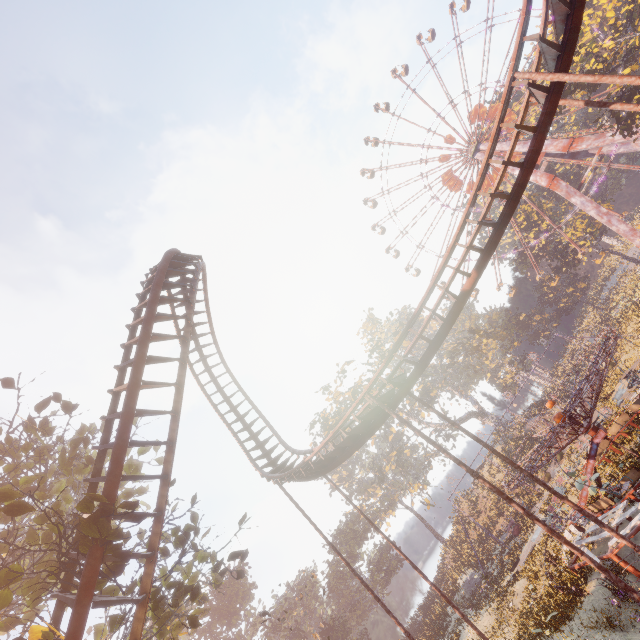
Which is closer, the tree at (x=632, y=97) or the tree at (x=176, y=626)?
the tree at (x=176, y=626)

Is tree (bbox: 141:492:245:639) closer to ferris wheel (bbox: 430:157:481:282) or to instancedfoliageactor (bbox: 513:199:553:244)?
instancedfoliageactor (bbox: 513:199:553:244)

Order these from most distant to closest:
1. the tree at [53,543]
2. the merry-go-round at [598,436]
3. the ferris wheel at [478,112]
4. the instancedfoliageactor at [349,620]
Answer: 1. the ferris wheel at [478,112]
2. the instancedfoliageactor at [349,620]
3. the merry-go-round at [598,436]
4. the tree at [53,543]

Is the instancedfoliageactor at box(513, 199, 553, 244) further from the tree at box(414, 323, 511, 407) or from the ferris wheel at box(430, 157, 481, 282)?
the tree at box(414, 323, 511, 407)

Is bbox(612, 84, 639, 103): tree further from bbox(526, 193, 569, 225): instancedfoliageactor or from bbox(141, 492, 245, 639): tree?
bbox(141, 492, 245, 639): tree

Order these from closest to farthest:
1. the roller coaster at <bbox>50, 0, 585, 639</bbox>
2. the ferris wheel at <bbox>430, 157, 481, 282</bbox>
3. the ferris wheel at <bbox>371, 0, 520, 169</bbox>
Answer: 1. the roller coaster at <bbox>50, 0, 585, 639</bbox>
2. the ferris wheel at <bbox>371, 0, 520, 169</bbox>
3. the ferris wheel at <bbox>430, 157, 481, 282</bbox>

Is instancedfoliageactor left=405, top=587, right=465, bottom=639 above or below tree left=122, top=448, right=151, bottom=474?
below

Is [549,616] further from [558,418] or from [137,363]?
[137,363]
